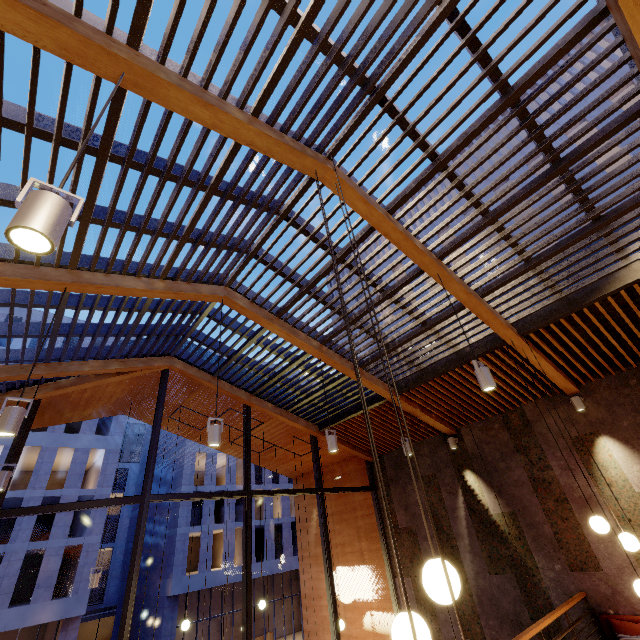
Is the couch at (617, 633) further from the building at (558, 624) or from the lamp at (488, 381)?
the lamp at (488, 381)

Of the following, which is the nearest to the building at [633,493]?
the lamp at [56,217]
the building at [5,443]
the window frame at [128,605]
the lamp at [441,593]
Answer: the window frame at [128,605]

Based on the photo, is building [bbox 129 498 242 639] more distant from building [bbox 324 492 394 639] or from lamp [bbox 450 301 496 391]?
lamp [bbox 450 301 496 391]

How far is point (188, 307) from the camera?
5.66m

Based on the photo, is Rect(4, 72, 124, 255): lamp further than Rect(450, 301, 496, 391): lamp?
No

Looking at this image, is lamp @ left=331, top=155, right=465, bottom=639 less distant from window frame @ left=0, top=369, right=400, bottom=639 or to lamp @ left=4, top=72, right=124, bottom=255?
lamp @ left=4, top=72, right=124, bottom=255

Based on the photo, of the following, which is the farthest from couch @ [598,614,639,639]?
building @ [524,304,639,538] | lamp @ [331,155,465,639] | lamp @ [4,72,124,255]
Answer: lamp @ [4,72,124,255]

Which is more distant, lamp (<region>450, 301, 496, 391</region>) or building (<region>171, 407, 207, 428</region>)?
building (<region>171, 407, 207, 428</region>)
